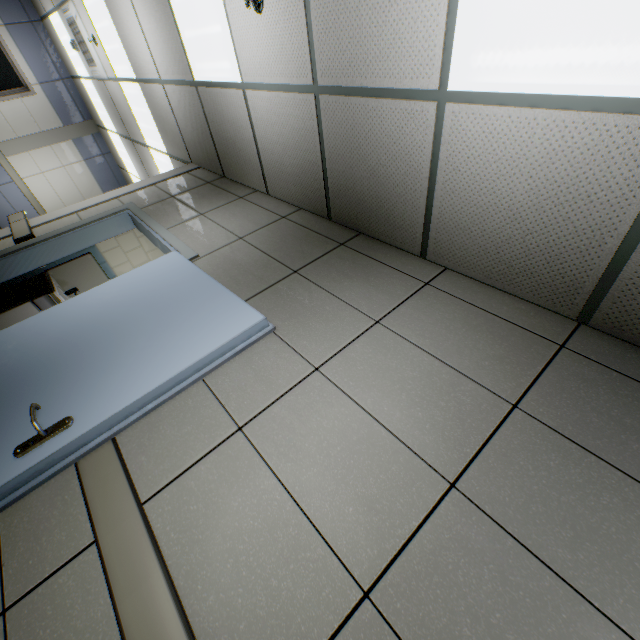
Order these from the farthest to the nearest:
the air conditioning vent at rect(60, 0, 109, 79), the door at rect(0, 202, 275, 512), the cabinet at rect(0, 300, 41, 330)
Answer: the air conditioning vent at rect(60, 0, 109, 79), the cabinet at rect(0, 300, 41, 330), the door at rect(0, 202, 275, 512)

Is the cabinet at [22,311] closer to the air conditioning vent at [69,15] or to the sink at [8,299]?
the sink at [8,299]

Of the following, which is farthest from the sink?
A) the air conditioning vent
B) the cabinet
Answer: the air conditioning vent

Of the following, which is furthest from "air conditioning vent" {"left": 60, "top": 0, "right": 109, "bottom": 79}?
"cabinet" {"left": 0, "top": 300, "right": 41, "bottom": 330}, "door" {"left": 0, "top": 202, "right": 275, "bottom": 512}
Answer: "cabinet" {"left": 0, "top": 300, "right": 41, "bottom": 330}

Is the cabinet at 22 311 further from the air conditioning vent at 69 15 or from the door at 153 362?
the air conditioning vent at 69 15

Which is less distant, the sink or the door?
the door

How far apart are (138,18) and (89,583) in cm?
521

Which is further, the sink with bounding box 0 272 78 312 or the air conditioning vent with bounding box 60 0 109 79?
the air conditioning vent with bounding box 60 0 109 79
